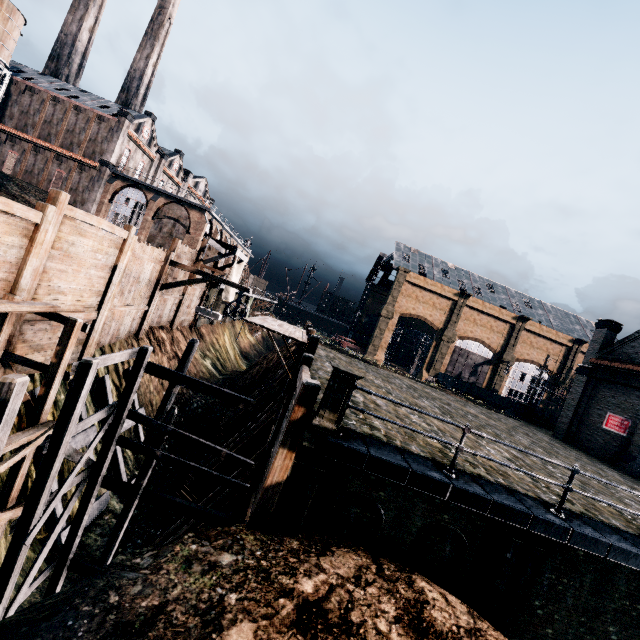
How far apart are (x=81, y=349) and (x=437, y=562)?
17.52m

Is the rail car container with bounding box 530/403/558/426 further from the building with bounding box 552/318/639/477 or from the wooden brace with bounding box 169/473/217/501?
the wooden brace with bounding box 169/473/217/501

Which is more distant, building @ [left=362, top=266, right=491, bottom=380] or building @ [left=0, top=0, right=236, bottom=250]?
building @ [left=362, top=266, right=491, bottom=380]

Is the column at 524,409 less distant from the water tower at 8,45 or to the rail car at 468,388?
the rail car at 468,388

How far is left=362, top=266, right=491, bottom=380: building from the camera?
58.44m

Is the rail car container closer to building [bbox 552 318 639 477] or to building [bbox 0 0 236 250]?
building [bbox 552 318 639 477]

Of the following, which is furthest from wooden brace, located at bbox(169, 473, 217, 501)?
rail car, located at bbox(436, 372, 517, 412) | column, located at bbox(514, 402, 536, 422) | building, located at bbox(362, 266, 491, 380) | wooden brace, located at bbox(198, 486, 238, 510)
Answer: rail car, located at bbox(436, 372, 517, 412)

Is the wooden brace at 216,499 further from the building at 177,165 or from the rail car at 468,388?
the rail car at 468,388
